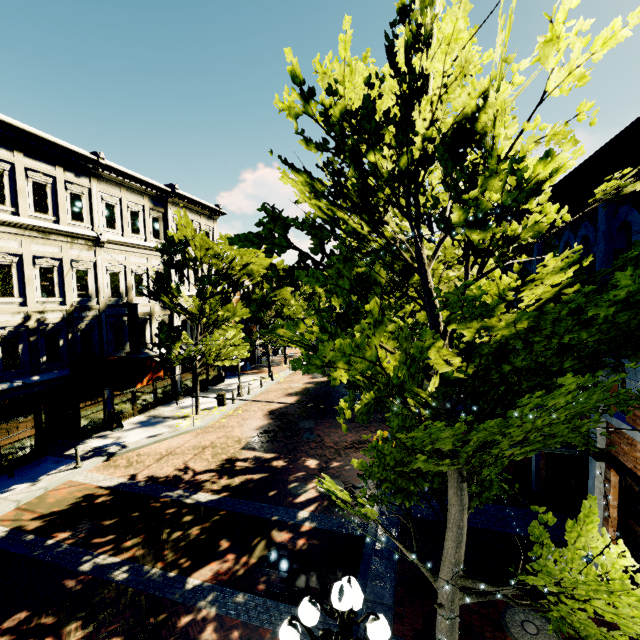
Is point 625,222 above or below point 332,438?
above

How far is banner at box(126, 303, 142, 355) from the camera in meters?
18.0

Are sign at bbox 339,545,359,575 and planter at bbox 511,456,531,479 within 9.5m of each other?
yes

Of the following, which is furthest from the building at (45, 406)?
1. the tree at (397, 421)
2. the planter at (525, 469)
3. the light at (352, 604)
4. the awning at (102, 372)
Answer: the planter at (525, 469)

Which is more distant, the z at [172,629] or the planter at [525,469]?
the planter at [525,469]

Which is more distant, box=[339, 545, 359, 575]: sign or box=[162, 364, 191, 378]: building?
box=[162, 364, 191, 378]: building

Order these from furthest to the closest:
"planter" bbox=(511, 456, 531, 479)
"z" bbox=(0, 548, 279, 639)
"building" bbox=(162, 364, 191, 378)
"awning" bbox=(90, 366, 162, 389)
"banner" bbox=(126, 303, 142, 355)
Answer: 1. "building" bbox=(162, 364, 191, 378)
2. "banner" bbox=(126, 303, 142, 355)
3. "awning" bbox=(90, 366, 162, 389)
4. "planter" bbox=(511, 456, 531, 479)
5. "z" bbox=(0, 548, 279, 639)

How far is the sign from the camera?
6.16m
